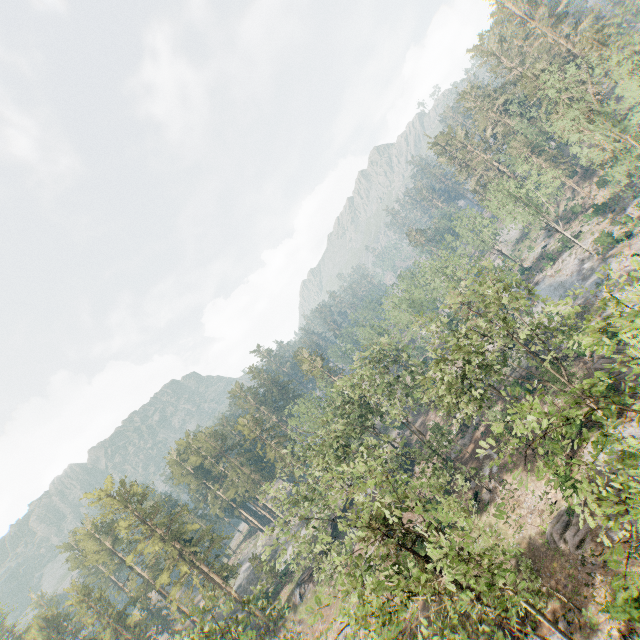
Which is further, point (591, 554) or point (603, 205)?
point (603, 205)

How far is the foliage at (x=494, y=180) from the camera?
46.94m

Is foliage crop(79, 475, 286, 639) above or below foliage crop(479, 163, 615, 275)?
above

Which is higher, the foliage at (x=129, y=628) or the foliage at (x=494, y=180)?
the foliage at (x=129, y=628)

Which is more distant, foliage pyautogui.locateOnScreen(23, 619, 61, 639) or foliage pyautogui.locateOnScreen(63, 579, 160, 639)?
foliage pyautogui.locateOnScreen(23, 619, 61, 639)

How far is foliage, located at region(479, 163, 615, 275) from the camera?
46.9 meters
